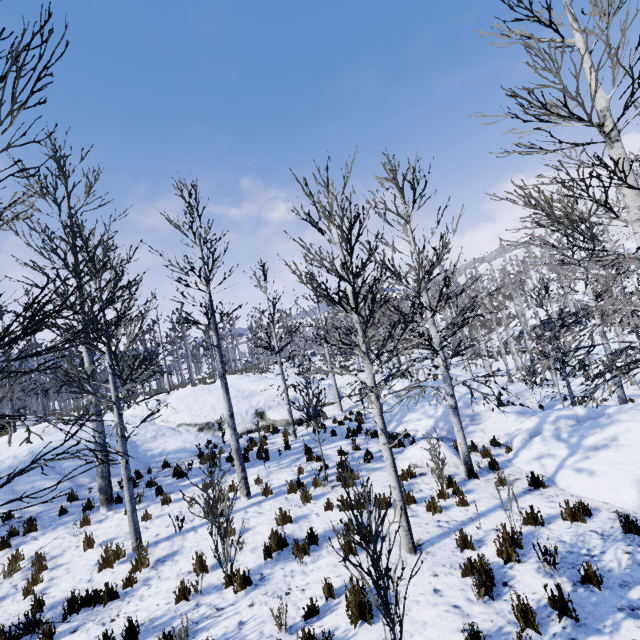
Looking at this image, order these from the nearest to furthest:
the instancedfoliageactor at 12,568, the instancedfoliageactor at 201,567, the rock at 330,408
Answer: the instancedfoliageactor at 12,568 → the instancedfoliageactor at 201,567 → the rock at 330,408

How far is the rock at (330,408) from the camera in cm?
1827

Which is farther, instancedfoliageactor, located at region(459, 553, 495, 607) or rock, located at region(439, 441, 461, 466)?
rock, located at region(439, 441, 461, 466)

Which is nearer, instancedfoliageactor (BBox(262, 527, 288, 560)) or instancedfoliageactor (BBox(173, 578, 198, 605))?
instancedfoliageactor (BBox(173, 578, 198, 605))

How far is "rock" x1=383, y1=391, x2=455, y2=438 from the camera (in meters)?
12.80

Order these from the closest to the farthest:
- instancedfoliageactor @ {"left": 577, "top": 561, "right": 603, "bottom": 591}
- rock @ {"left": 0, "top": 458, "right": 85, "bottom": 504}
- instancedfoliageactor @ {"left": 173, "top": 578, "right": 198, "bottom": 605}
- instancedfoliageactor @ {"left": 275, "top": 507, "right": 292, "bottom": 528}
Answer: instancedfoliageactor @ {"left": 577, "top": 561, "right": 603, "bottom": 591}
instancedfoliageactor @ {"left": 173, "top": 578, "right": 198, "bottom": 605}
instancedfoliageactor @ {"left": 275, "top": 507, "right": 292, "bottom": 528}
rock @ {"left": 0, "top": 458, "right": 85, "bottom": 504}

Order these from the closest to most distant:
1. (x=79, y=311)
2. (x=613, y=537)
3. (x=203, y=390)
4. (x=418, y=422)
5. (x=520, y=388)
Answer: (x=613, y=537) < (x=79, y=311) < (x=418, y=422) < (x=203, y=390) < (x=520, y=388)
